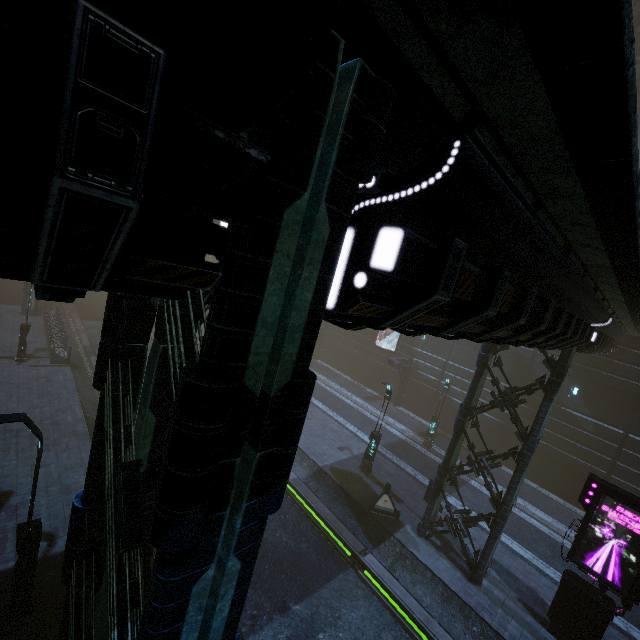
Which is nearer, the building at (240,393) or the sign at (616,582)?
the building at (240,393)

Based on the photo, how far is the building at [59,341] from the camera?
21.5 meters

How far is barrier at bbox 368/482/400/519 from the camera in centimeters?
1561cm

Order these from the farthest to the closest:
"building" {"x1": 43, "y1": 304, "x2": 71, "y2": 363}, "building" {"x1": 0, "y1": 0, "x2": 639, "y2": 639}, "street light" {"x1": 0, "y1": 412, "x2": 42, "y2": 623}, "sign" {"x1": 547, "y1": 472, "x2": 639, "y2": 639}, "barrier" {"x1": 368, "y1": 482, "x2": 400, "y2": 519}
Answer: "building" {"x1": 43, "y1": 304, "x2": 71, "y2": 363}, "barrier" {"x1": 368, "y1": 482, "x2": 400, "y2": 519}, "sign" {"x1": 547, "y1": 472, "x2": 639, "y2": 639}, "street light" {"x1": 0, "y1": 412, "x2": 42, "y2": 623}, "building" {"x1": 0, "y1": 0, "x2": 639, "y2": 639}

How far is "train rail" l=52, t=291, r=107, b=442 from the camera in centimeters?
1949cm

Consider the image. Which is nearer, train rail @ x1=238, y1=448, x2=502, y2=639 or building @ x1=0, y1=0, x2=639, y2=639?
building @ x1=0, y1=0, x2=639, y2=639

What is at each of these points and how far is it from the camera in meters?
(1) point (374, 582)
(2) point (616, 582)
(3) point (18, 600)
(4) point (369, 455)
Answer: (1) train rail, 13.0 m
(2) sign, 10.9 m
(3) street light, 8.2 m
(4) street light, 18.5 m

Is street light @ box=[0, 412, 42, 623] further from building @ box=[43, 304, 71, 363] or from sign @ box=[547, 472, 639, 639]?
sign @ box=[547, 472, 639, 639]
